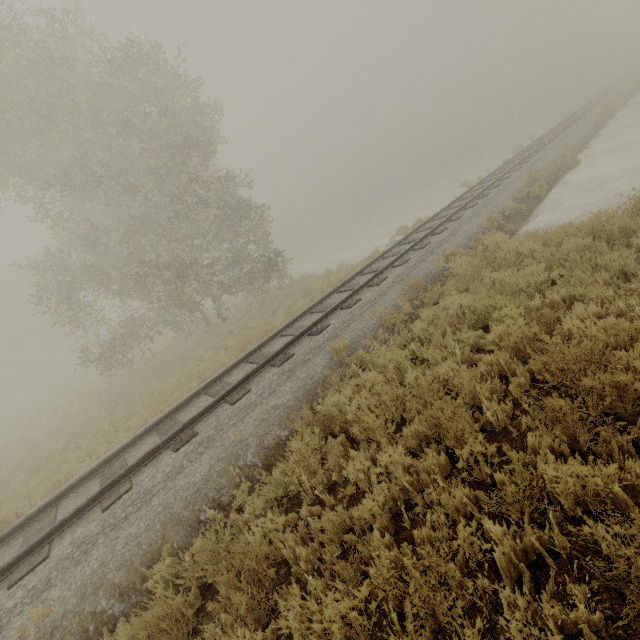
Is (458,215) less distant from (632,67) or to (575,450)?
(575,450)
